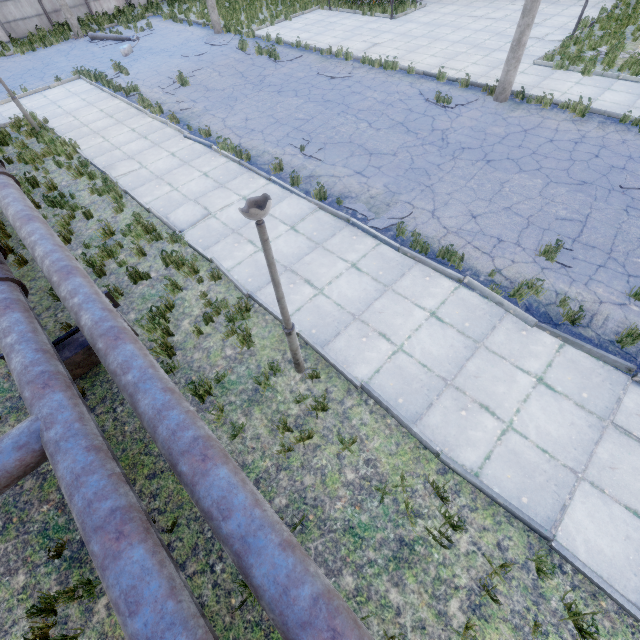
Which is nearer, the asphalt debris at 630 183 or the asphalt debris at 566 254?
the asphalt debris at 566 254

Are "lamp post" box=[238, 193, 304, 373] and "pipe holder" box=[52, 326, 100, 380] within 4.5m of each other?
yes

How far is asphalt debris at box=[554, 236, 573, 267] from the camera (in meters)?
6.51

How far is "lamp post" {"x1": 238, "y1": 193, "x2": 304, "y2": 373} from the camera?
2.9 meters

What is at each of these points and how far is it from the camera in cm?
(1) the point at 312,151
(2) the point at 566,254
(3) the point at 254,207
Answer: (1) asphalt debris, 995
(2) asphalt debris, 666
(3) lamp post, 308

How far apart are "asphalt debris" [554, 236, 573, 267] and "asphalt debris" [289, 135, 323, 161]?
6.4m

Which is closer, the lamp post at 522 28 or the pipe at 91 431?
the pipe at 91 431

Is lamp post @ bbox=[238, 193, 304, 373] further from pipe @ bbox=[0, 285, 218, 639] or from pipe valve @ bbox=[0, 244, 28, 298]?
pipe valve @ bbox=[0, 244, 28, 298]
